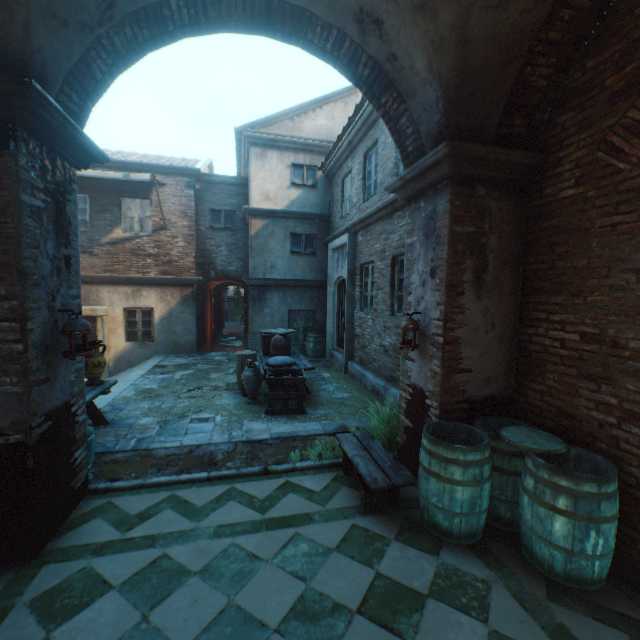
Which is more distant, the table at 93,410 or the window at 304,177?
the window at 304,177

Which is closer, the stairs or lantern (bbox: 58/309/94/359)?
lantern (bbox: 58/309/94/359)

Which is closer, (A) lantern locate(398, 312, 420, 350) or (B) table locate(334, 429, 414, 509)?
(B) table locate(334, 429, 414, 509)

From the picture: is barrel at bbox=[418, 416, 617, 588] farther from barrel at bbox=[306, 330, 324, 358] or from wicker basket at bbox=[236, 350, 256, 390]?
barrel at bbox=[306, 330, 324, 358]

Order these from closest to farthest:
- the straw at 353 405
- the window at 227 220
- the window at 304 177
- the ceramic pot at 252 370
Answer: the straw at 353 405 < the ceramic pot at 252 370 < the window at 304 177 < the window at 227 220

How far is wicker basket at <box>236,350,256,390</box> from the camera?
7.6m

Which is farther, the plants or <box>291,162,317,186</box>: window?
<box>291,162,317,186</box>: window

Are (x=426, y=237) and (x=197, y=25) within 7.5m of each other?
yes
